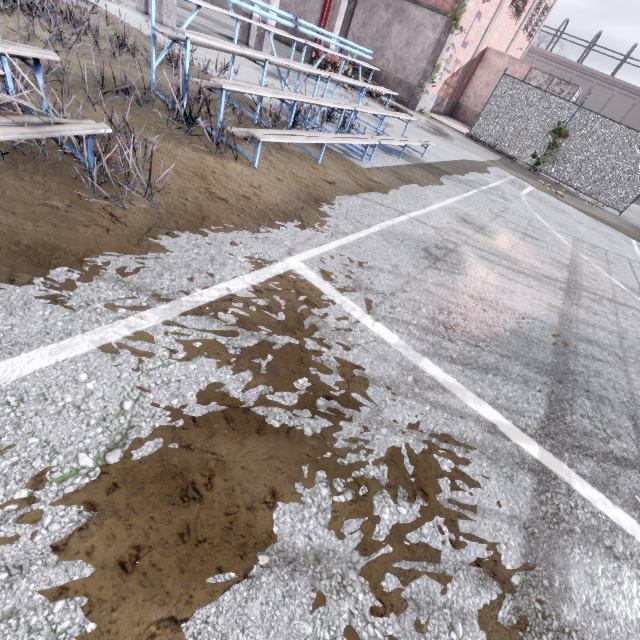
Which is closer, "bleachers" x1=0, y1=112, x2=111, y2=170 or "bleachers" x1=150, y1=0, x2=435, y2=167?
"bleachers" x1=0, y1=112, x2=111, y2=170

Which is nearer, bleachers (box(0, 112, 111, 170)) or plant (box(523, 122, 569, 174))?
bleachers (box(0, 112, 111, 170))

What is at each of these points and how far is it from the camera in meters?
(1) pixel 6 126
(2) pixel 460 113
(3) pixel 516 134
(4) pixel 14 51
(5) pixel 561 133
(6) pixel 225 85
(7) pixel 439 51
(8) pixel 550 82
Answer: (1) bleachers, 2.3
(2) foundation, 22.3
(3) fence, 15.7
(4) bleachers, 2.6
(5) plant, 14.6
(6) bleachers, 4.1
(7) column, 16.3
(8) metal cage, 19.1

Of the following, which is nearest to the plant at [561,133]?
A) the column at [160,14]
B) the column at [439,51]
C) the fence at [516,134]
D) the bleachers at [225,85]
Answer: the fence at [516,134]

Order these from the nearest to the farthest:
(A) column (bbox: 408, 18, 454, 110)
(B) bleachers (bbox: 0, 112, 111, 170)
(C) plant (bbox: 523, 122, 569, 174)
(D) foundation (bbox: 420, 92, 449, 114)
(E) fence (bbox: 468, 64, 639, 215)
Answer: (B) bleachers (bbox: 0, 112, 111, 170), (E) fence (bbox: 468, 64, 639, 215), (C) plant (bbox: 523, 122, 569, 174), (A) column (bbox: 408, 18, 454, 110), (D) foundation (bbox: 420, 92, 449, 114)

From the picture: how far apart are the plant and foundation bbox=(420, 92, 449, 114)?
6.7 meters

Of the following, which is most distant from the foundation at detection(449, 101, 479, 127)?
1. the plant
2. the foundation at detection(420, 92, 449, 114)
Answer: the plant

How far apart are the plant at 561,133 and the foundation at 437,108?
6.65m
